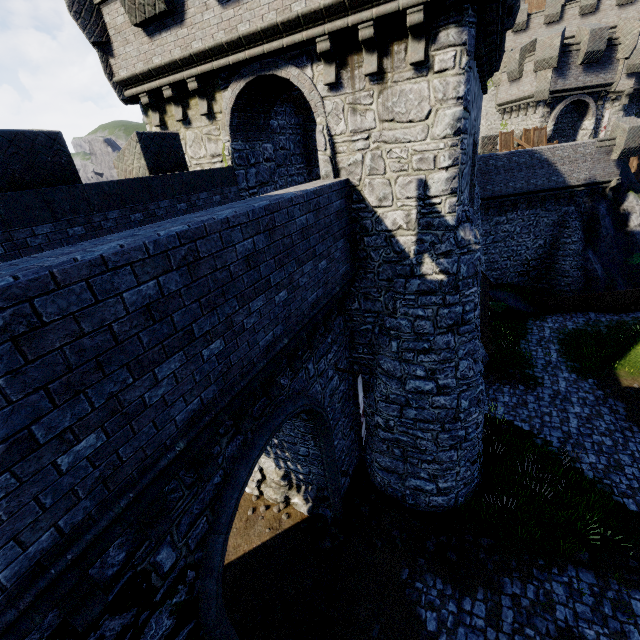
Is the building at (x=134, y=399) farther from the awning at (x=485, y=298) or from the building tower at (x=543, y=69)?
the building tower at (x=543, y=69)

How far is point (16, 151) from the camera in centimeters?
569cm

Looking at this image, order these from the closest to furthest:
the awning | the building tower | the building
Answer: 1. the building
2. the awning
3. the building tower

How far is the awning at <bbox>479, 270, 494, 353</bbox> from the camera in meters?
11.1 m

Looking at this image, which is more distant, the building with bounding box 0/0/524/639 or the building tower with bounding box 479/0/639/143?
the building tower with bounding box 479/0/639/143

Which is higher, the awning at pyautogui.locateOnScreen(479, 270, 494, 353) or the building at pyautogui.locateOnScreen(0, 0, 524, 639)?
the building at pyautogui.locateOnScreen(0, 0, 524, 639)

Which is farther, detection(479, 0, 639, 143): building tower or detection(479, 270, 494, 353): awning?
detection(479, 0, 639, 143): building tower

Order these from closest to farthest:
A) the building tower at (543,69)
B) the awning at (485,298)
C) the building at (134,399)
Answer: the building at (134,399) → the awning at (485,298) → the building tower at (543,69)
